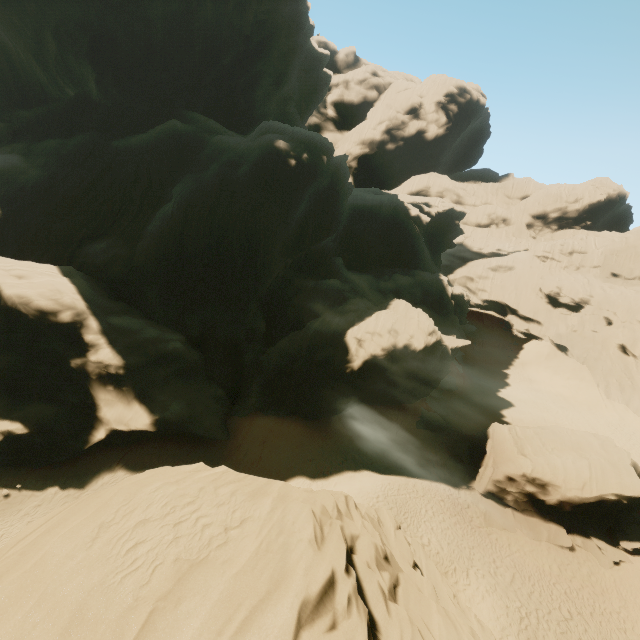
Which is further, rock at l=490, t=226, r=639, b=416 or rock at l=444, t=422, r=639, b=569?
rock at l=490, t=226, r=639, b=416

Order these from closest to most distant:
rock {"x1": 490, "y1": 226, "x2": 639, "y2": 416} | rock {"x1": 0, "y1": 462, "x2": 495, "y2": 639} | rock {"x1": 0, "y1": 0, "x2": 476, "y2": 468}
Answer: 1. rock {"x1": 0, "y1": 462, "x2": 495, "y2": 639}
2. rock {"x1": 0, "y1": 0, "x2": 476, "y2": 468}
3. rock {"x1": 490, "y1": 226, "x2": 639, "y2": 416}

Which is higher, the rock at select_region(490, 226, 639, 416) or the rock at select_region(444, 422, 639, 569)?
the rock at select_region(490, 226, 639, 416)

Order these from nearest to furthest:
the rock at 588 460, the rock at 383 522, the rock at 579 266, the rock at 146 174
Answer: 1. the rock at 383 522
2. the rock at 588 460
3. the rock at 146 174
4. the rock at 579 266

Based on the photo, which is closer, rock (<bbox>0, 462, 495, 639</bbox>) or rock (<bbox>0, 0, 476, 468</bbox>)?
rock (<bbox>0, 462, 495, 639</bbox>)

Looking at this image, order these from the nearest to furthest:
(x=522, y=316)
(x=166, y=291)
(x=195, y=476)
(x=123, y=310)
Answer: (x=195, y=476) → (x=123, y=310) → (x=166, y=291) → (x=522, y=316)

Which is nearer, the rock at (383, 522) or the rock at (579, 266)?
the rock at (383, 522)
